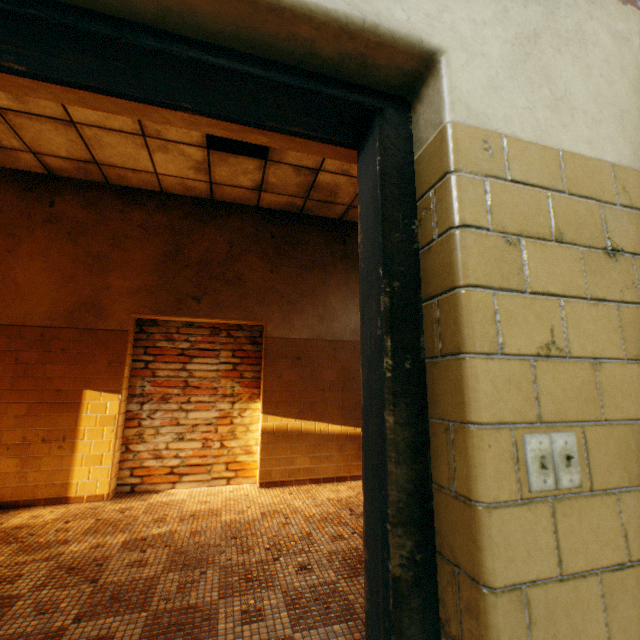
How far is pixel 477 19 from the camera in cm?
90

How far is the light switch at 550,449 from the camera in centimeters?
66cm

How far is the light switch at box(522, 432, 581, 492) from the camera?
0.66m
